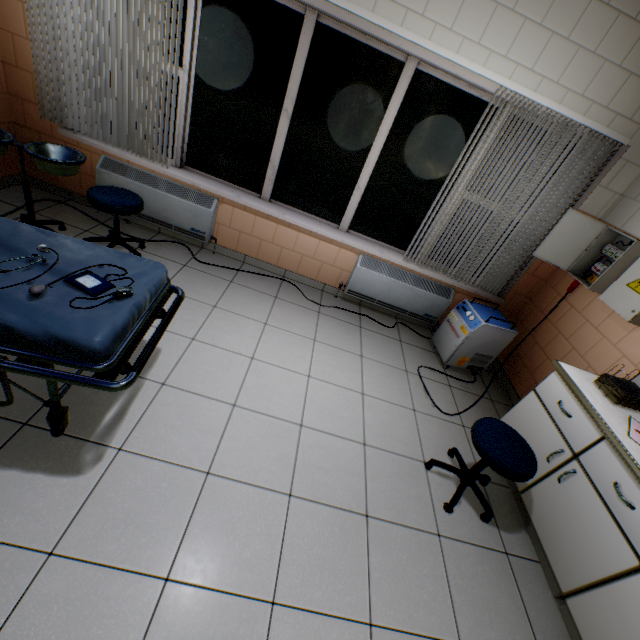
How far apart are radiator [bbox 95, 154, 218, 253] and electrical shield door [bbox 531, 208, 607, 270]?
3.4m

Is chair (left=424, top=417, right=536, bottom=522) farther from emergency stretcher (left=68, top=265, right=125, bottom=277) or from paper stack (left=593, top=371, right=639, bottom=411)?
emergency stretcher (left=68, top=265, right=125, bottom=277)

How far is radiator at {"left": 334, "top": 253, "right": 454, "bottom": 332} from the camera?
3.64m

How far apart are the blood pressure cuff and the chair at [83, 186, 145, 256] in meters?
Answer: 1.4

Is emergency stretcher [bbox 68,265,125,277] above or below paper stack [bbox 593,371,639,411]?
below

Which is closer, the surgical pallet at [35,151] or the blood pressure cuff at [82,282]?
the blood pressure cuff at [82,282]

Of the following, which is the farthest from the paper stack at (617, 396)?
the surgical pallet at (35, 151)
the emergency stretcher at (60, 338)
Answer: the surgical pallet at (35, 151)

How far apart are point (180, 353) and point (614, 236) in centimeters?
397cm
